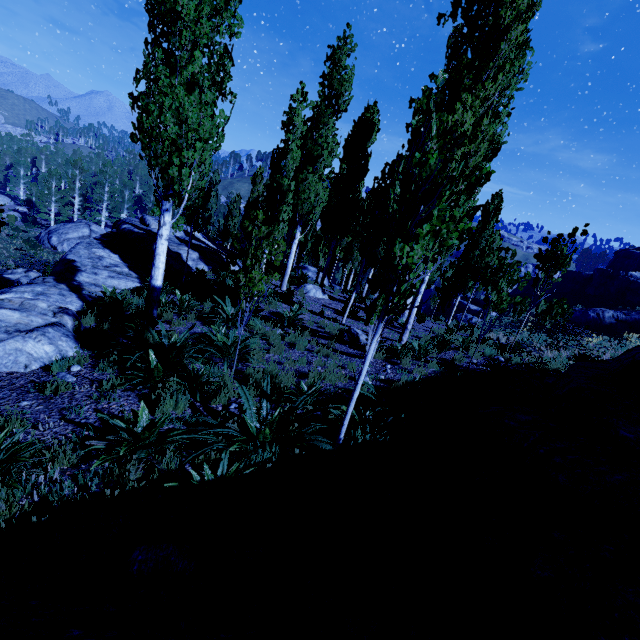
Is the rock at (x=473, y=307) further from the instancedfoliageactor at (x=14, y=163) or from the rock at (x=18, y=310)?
the rock at (x=18, y=310)

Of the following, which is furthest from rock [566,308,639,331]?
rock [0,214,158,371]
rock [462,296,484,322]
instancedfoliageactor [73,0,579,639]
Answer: rock [0,214,158,371]

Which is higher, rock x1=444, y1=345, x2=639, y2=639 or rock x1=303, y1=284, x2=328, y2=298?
rock x1=444, y1=345, x2=639, y2=639

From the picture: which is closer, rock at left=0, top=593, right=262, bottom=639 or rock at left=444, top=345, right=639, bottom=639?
rock at left=0, top=593, right=262, bottom=639

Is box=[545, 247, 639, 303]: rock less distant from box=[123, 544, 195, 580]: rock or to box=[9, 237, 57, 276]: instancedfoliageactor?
box=[9, 237, 57, 276]: instancedfoliageactor

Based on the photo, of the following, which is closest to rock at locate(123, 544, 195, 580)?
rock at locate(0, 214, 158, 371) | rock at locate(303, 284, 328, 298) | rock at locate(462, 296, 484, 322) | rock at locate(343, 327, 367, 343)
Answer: rock at locate(0, 214, 158, 371)

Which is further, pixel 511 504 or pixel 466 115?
pixel 466 115

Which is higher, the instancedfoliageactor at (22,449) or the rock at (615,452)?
the rock at (615,452)
